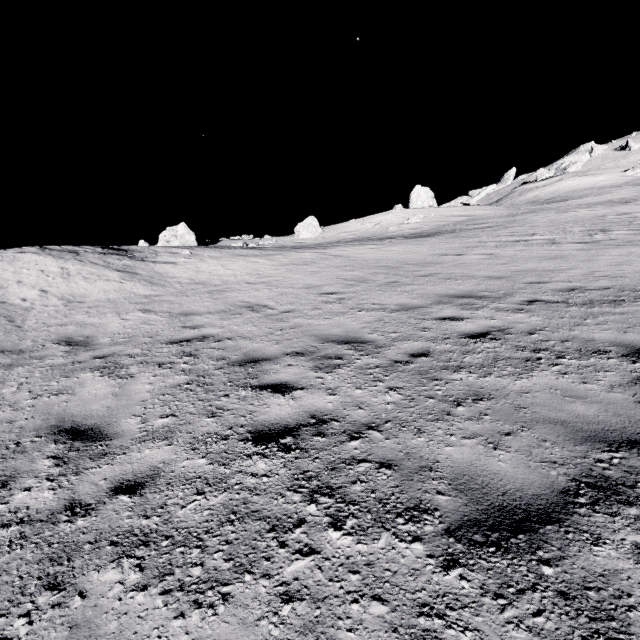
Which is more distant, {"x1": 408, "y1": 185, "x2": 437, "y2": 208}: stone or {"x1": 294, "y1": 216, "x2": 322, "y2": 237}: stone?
{"x1": 408, "y1": 185, "x2": 437, "y2": 208}: stone

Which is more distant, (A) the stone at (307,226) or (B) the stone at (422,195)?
(B) the stone at (422,195)

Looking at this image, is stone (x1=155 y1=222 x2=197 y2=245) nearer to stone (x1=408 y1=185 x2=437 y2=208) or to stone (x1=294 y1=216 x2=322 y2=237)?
stone (x1=294 y1=216 x2=322 y2=237)

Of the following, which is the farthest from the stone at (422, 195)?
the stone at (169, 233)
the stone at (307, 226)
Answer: the stone at (169, 233)

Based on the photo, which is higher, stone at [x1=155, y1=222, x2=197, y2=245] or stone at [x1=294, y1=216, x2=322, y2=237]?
stone at [x1=155, y1=222, x2=197, y2=245]

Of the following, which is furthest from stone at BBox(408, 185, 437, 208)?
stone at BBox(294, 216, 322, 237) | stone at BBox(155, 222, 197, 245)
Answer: stone at BBox(155, 222, 197, 245)

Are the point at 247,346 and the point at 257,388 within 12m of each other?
yes
